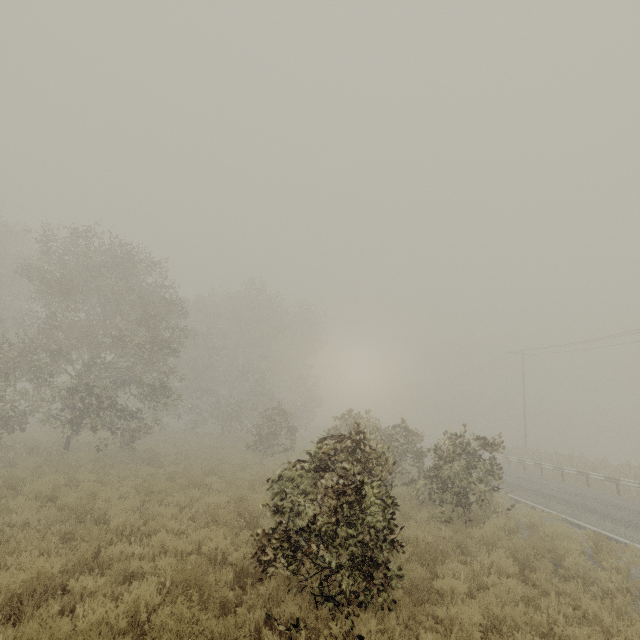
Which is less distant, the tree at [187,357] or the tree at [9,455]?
the tree at [187,357]

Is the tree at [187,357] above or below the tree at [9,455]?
above

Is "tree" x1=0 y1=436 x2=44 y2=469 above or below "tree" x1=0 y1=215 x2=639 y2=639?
below

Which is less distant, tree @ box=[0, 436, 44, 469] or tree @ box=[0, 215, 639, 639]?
tree @ box=[0, 215, 639, 639]

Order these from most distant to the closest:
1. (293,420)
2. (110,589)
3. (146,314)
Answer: (293,420) → (146,314) → (110,589)
